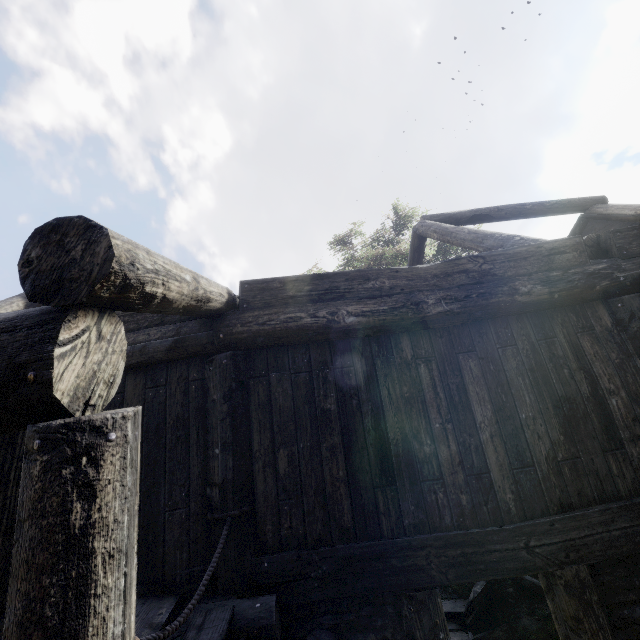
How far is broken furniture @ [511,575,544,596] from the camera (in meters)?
5.64

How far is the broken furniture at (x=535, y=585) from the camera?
5.6m

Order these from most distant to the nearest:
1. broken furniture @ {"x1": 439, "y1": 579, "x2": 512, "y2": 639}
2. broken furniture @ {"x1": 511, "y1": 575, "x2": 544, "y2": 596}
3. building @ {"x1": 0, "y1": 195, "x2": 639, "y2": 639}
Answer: broken furniture @ {"x1": 511, "y1": 575, "x2": 544, "y2": 596} → broken furniture @ {"x1": 439, "y1": 579, "x2": 512, "y2": 639} → building @ {"x1": 0, "y1": 195, "x2": 639, "y2": 639}

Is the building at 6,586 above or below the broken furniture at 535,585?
above

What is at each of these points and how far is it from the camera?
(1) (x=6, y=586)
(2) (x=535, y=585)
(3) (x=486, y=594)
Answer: (1) building, 3.1m
(2) broken furniture, 5.7m
(3) broken furniture, 5.6m

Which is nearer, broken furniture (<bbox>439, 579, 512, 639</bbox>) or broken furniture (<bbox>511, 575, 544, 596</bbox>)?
broken furniture (<bbox>439, 579, 512, 639</bbox>)

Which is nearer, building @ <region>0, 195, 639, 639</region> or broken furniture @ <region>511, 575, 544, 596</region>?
building @ <region>0, 195, 639, 639</region>
